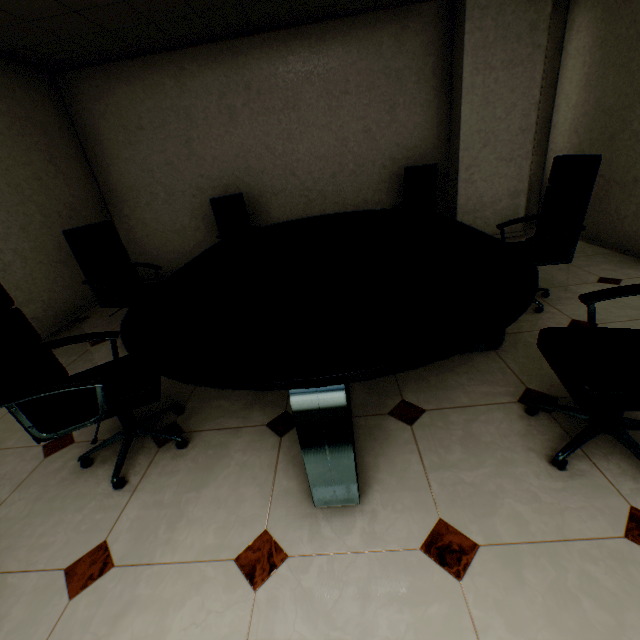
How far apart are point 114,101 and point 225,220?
2.4m

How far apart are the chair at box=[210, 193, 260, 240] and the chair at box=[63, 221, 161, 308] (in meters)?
1.04

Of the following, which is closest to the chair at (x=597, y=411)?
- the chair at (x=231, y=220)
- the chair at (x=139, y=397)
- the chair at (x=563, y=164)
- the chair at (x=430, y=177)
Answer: the chair at (x=563, y=164)

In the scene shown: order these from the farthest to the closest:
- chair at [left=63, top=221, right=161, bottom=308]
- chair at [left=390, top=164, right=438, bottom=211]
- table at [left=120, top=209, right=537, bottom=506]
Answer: chair at [left=390, top=164, right=438, bottom=211]
chair at [left=63, top=221, right=161, bottom=308]
table at [left=120, top=209, right=537, bottom=506]

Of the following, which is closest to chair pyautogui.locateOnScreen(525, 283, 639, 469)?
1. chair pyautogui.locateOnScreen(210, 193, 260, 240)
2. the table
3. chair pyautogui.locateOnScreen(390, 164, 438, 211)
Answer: the table

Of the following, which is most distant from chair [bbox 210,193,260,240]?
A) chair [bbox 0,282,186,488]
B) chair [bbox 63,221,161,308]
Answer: chair [bbox 0,282,186,488]

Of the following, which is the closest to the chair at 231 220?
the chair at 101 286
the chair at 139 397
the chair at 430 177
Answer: the chair at 101 286

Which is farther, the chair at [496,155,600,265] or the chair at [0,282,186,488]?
the chair at [496,155,600,265]
